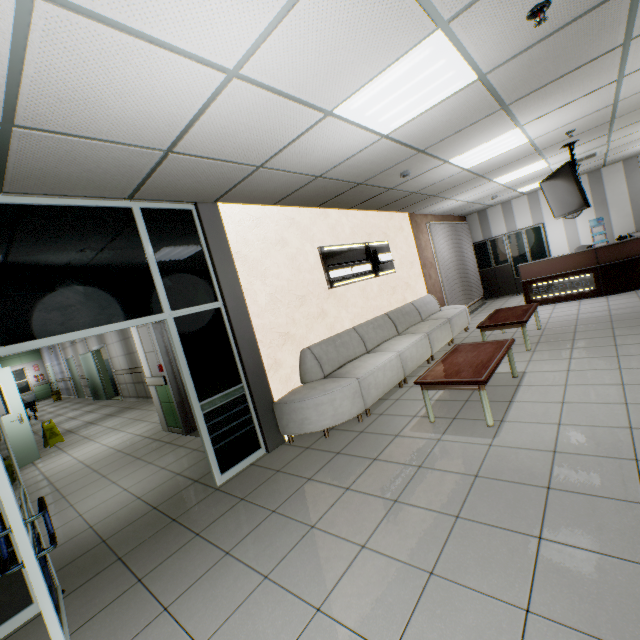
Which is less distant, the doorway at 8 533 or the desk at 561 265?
the doorway at 8 533

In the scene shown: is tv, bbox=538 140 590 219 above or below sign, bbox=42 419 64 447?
above

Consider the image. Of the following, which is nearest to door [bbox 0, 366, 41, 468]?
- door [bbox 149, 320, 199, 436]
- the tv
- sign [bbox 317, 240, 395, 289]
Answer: door [bbox 149, 320, 199, 436]

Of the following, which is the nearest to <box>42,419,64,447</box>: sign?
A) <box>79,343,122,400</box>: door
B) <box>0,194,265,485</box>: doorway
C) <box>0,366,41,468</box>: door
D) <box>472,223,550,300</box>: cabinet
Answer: <box>0,366,41,468</box>: door

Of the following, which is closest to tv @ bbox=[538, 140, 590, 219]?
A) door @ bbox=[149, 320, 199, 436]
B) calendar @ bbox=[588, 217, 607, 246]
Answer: calendar @ bbox=[588, 217, 607, 246]

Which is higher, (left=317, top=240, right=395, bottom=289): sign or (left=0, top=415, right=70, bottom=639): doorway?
(left=317, top=240, right=395, bottom=289): sign

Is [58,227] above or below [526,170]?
below

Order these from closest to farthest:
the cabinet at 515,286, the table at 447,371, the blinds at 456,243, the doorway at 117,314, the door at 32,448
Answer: the doorway at 117,314, the table at 447,371, the door at 32,448, the blinds at 456,243, the cabinet at 515,286
